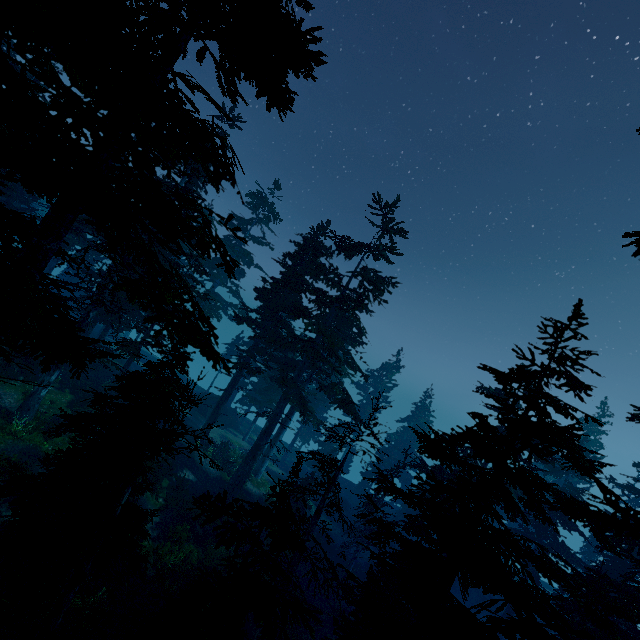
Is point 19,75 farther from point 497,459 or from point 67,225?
point 497,459

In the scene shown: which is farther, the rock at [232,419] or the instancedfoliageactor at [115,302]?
the rock at [232,419]

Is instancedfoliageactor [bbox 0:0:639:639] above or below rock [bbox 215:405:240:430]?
above

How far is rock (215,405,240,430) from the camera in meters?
35.8

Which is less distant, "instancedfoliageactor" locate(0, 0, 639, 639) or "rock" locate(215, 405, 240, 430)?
"instancedfoliageactor" locate(0, 0, 639, 639)

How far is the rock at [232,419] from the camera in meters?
35.8 m
